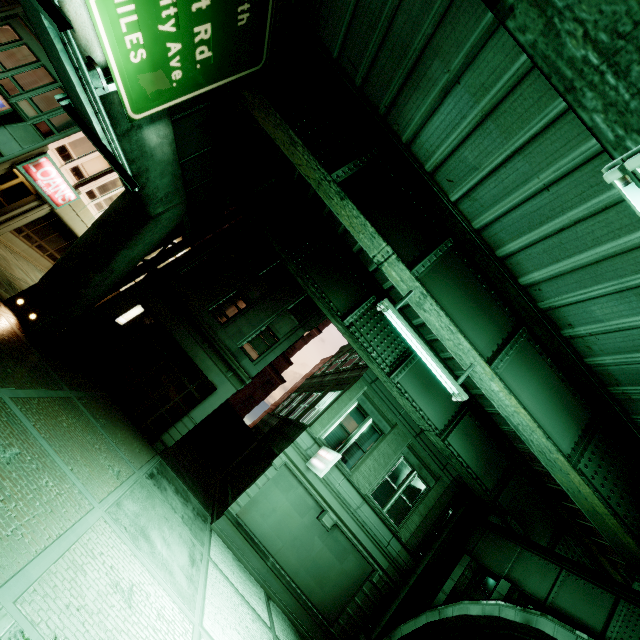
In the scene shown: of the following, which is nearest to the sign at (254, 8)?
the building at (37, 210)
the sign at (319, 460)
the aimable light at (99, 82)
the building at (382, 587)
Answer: the aimable light at (99, 82)

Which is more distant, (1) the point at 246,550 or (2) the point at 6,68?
(2) the point at 6,68

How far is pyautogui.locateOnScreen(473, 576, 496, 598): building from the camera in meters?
15.4

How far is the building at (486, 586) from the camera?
15.4 meters

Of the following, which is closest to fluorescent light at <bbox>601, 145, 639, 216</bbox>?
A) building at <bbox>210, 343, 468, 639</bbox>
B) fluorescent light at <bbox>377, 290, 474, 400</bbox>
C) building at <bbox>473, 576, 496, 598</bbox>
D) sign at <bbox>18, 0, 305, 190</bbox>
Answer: fluorescent light at <bbox>377, 290, 474, 400</bbox>

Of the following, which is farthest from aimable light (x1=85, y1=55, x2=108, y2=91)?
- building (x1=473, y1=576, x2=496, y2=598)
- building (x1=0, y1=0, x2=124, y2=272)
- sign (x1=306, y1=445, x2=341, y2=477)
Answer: building (x1=473, y1=576, x2=496, y2=598)

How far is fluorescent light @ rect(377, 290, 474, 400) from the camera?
8.4 meters

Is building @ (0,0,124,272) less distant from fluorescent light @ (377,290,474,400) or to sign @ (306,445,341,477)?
sign @ (306,445,341,477)
